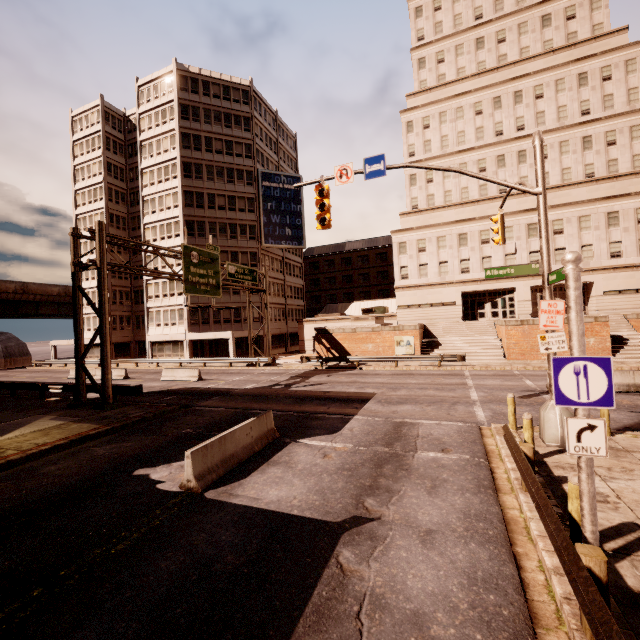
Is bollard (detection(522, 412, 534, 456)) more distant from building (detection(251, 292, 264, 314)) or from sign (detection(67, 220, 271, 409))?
building (detection(251, 292, 264, 314))

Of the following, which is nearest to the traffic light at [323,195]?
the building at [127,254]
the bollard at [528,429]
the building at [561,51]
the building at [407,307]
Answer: the bollard at [528,429]

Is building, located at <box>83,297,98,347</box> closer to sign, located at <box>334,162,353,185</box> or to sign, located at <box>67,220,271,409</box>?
sign, located at <box>67,220,271,409</box>

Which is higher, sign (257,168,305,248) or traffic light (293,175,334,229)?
sign (257,168,305,248)

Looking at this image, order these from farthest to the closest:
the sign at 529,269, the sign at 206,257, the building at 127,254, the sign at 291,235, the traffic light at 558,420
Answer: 1. the building at 127,254
2. the sign at 291,235
3. the sign at 206,257
4. the sign at 529,269
5. the traffic light at 558,420

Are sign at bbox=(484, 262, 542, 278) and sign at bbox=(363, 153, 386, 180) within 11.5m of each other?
yes

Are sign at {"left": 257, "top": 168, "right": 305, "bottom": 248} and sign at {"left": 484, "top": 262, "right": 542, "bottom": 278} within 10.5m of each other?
no

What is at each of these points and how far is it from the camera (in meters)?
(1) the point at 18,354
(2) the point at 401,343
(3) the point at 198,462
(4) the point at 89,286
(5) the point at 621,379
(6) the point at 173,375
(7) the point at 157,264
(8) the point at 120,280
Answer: (1) awning, 12.29
(2) sign, 30.25
(3) barrier, 8.25
(4) building, 47.19
(5) barrier, 15.72
(6) barrier, 27.27
(7) building, 42.31
(8) building, 47.56
